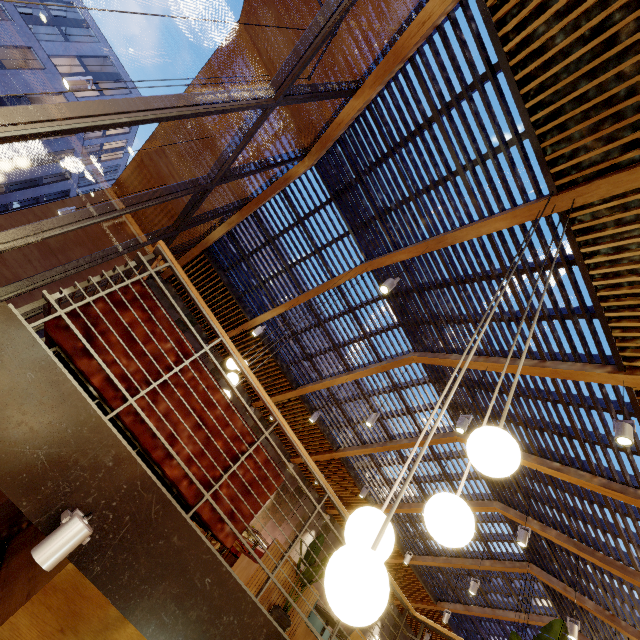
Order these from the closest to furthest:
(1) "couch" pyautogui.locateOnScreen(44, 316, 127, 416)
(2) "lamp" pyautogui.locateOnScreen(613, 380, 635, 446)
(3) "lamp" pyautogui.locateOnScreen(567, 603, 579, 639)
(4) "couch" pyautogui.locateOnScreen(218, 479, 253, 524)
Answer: (1) "couch" pyautogui.locateOnScreen(44, 316, 127, 416) → (4) "couch" pyautogui.locateOnScreen(218, 479, 253, 524) → (2) "lamp" pyautogui.locateOnScreen(613, 380, 635, 446) → (3) "lamp" pyautogui.locateOnScreen(567, 603, 579, 639)

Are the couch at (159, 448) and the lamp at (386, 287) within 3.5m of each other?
yes

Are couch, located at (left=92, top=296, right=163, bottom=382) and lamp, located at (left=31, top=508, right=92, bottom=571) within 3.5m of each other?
yes

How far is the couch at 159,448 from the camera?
2.5 meters

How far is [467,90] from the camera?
4.2m

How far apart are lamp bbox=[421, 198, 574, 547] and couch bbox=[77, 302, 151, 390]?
1.89m

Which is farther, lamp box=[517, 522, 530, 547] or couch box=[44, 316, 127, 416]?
lamp box=[517, 522, 530, 547]

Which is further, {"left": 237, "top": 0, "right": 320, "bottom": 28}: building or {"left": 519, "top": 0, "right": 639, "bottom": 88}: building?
{"left": 237, "top": 0, "right": 320, "bottom": 28}: building
